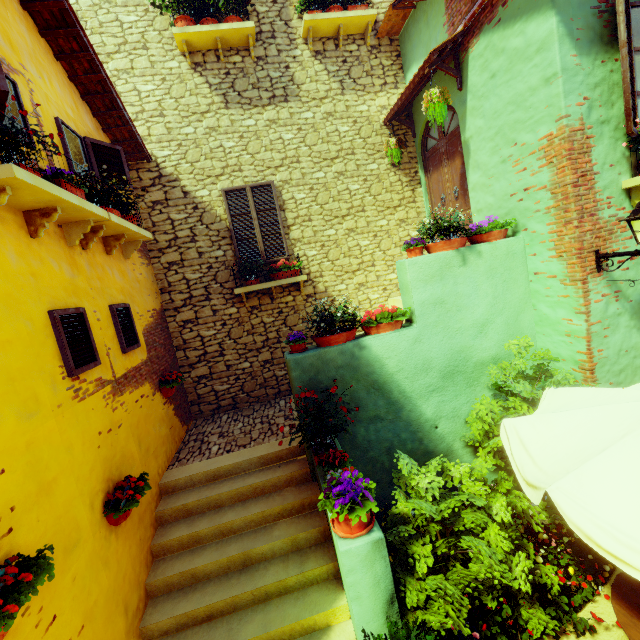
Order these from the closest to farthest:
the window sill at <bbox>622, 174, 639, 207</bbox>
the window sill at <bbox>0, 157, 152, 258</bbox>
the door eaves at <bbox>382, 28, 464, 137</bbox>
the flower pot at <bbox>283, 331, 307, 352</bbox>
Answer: the window sill at <bbox>0, 157, 152, 258</bbox>
the window sill at <bbox>622, 174, 639, 207</bbox>
the flower pot at <bbox>283, 331, 307, 352</bbox>
the door eaves at <bbox>382, 28, 464, 137</bbox>

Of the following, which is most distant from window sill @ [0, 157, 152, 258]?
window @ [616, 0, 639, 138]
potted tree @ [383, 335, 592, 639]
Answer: potted tree @ [383, 335, 592, 639]

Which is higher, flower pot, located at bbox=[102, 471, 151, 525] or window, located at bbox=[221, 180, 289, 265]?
window, located at bbox=[221, 180, 289, 265]

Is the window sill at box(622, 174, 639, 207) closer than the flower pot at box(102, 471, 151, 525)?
No

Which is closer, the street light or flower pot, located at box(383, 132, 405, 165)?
the street light

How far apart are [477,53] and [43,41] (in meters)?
6.25

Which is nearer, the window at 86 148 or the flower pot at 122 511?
the flower pot at 122 511

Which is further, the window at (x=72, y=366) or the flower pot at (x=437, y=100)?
the flower pot at (x=437, y=100)
